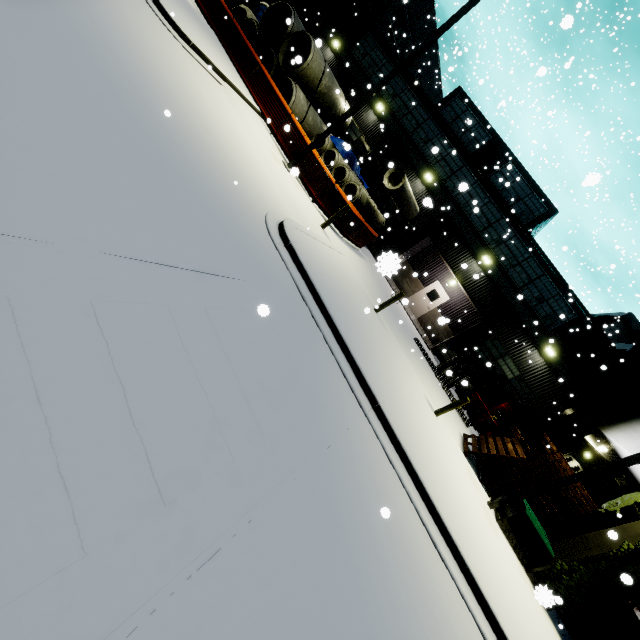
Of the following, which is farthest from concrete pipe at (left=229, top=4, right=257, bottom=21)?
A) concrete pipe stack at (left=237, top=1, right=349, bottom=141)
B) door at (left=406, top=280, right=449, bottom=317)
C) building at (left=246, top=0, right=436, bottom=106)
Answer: door at (left=406, top=280, right=449, bottom=317)

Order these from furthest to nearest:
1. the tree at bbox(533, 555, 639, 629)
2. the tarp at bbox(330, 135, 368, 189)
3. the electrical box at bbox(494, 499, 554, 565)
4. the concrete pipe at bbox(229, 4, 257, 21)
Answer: the concrete pipe at bbox(229, 4, 257, 21)
the tarp at bbox(330, 135, 368, 189)
the electrical box at bbox(494, 499, 554, 565)
the tree at bbox(533, 555, 639, 629)

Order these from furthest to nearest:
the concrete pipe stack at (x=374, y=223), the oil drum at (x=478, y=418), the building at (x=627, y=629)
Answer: the oil drum at (x=478, y=418) < the concrete pipe stack at (x=374, y=223) < the building at (x=627, y=629)

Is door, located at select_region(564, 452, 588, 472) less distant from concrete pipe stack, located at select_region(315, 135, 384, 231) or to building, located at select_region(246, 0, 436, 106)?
building, located at select_region(246, 0, 436, 106)

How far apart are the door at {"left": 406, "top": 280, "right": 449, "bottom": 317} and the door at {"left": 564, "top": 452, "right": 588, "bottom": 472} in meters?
13.7 m

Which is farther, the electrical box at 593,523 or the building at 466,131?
the building at 466,131

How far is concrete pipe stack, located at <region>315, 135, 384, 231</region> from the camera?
15.81m

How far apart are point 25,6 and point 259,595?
7.8m
